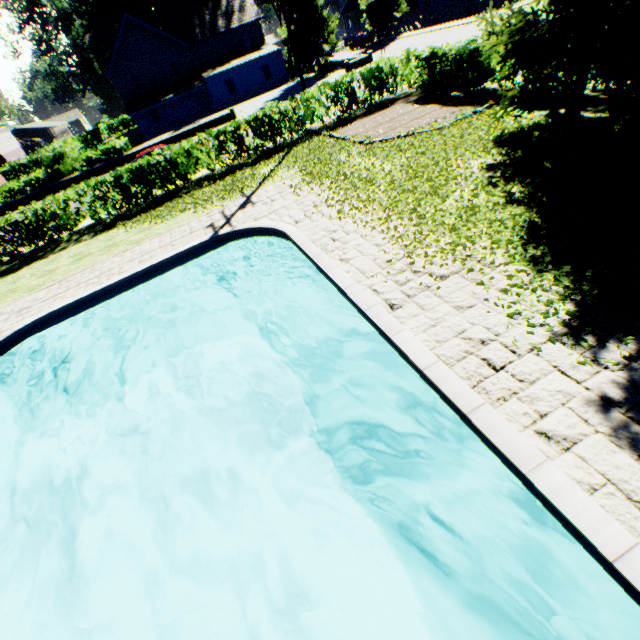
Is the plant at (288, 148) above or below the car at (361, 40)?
below

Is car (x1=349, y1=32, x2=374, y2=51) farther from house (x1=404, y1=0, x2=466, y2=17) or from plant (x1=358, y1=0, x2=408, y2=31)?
house (x1=404, y1=0, x2=466, y2=17)

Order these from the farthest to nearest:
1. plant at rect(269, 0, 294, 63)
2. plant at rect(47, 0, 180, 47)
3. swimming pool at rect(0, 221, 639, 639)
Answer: plant at rect(47, 0, 180, 47), plant at rect(269, 0, 294, 63), swimming pool at rect(0, 221, 639, 639)

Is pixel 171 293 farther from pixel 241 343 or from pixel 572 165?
pixel 572 165

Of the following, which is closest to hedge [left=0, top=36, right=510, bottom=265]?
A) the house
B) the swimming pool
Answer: the swimming pool

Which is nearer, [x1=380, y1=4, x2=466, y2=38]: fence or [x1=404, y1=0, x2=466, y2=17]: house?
[x1=380, y1=4, x2=466, y2=38]: fence

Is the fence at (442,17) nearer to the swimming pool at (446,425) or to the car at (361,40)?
the car at (361,40)

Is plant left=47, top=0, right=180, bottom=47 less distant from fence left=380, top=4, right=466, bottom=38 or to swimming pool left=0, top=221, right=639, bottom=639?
fence left=380, top=4, right=466, bottom=38
